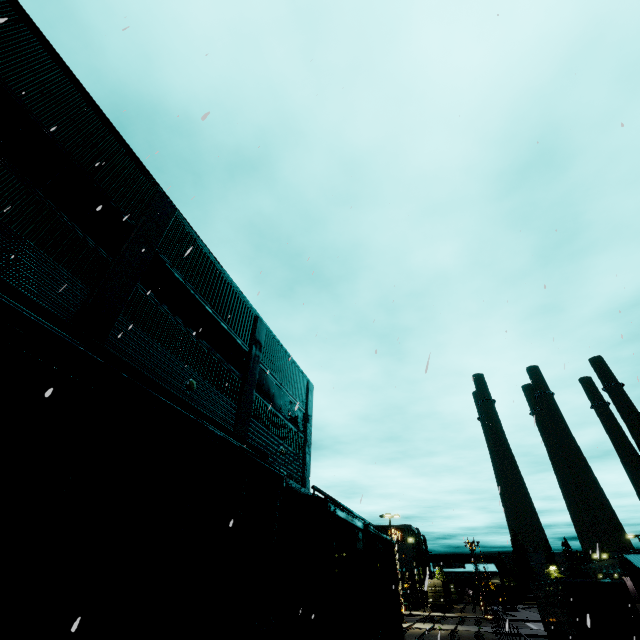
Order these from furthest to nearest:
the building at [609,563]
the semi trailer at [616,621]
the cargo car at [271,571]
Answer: the building at [609,563]
the semi trailer at [616,621]
the cargo car at [271,571]

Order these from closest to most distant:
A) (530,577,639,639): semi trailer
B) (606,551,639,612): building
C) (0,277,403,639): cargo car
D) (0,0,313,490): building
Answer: (0,277,403,639): cargo car → (0,0,313,490): building → (530,577,639,639): semi trailer → (606,551,639,612): building

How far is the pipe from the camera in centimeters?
1433cm

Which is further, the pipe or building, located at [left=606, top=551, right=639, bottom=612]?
building, located at [left=606, top=551, right=639, bottom=612]

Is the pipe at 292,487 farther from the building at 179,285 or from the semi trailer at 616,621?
the semi trailer at 616,621

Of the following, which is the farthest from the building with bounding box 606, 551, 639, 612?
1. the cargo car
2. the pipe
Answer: the cargo car

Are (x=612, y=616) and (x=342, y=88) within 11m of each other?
no

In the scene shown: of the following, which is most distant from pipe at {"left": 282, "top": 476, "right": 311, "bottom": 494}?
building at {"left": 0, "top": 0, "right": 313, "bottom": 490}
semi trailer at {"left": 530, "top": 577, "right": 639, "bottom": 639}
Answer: semi trailer at {"left": 530, "top": 577, "right": 639, "bottom": 639}
